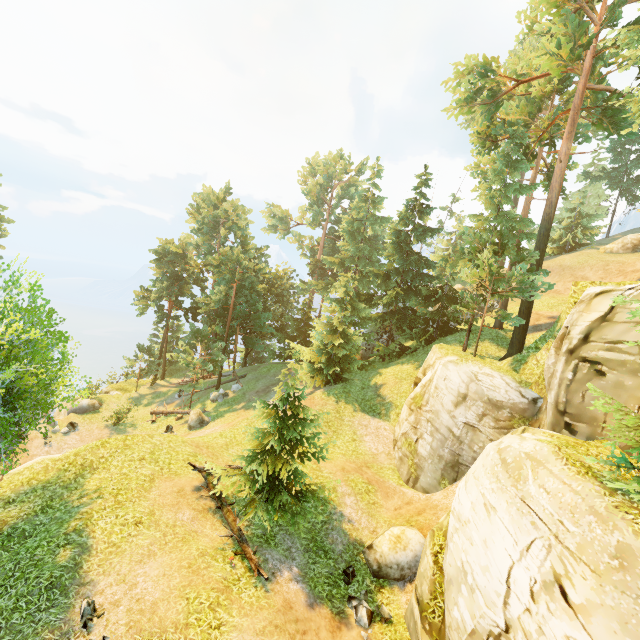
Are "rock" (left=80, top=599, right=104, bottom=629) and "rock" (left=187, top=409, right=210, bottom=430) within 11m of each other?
no

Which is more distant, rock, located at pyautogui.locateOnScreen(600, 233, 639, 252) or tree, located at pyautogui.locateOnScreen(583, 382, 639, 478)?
rock, located at pyautogui.locateOnScreen(600, 233, 639, 252)

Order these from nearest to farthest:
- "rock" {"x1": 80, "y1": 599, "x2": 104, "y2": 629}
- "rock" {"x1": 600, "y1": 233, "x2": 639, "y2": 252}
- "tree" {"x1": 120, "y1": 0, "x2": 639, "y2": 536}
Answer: "rock" {"x1": 80, "y1": 599, "x2": 104, "y2": 629}, "tree" {"x1": 120, "y1": 0, "x2": 639, "y2": 536}, "rock" {"x1": 600, "y1": 233, "x2": 639, "y2": 252}

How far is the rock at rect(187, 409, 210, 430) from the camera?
24.5m

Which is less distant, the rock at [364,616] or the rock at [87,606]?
the rock at [87,606]

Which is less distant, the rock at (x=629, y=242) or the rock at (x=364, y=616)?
the rock at (x=364, y=616)

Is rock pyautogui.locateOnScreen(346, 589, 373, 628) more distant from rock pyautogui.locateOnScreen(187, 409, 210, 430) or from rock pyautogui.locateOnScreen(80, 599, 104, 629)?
rock pyautogui.locateOnScreen(187, 409, 210, 430)

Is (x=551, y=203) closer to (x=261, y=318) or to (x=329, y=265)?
(x=261, y=318)
